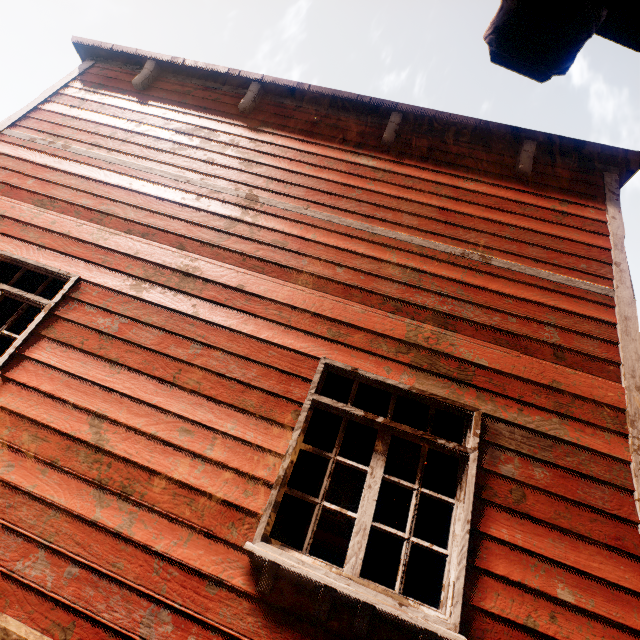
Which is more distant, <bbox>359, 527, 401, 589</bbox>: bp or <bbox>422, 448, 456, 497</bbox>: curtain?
<bbox>359, 527, 401, 589</bbox>: bp

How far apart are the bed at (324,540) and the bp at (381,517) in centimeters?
311cm

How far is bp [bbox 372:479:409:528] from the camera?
5.1 meters

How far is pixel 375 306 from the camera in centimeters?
317cm

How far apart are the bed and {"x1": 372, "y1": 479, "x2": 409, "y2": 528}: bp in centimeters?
311cm

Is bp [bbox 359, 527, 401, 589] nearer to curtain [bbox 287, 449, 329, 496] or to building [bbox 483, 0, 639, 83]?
building [bbox 483, 0, 639, 83]
